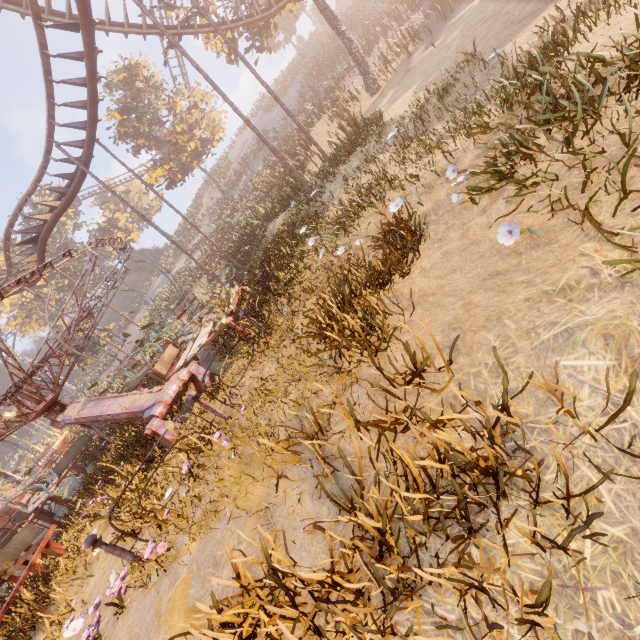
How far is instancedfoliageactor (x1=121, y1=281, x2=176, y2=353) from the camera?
10.7 meters

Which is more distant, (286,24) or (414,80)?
(286,24)

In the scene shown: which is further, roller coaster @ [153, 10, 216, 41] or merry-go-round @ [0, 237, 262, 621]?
roller coaster @ [153, 10, 216, 41]

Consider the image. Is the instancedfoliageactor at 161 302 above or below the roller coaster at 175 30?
below

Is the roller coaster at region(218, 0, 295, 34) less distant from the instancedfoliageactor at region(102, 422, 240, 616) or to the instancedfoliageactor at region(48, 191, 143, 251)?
the instancedfoliageactor at region(48, 191, 143, 251)

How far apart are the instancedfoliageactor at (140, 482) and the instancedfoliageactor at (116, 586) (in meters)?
1.21

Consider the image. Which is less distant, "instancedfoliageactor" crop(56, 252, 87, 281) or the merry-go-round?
the merry-go-round

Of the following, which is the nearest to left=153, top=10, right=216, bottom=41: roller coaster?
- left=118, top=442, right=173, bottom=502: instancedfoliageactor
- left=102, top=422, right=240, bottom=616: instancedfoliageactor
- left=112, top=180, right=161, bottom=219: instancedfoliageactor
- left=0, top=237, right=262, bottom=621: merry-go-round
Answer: left=112, top=180, right=161, bottom=219: instancedfoliageactor
